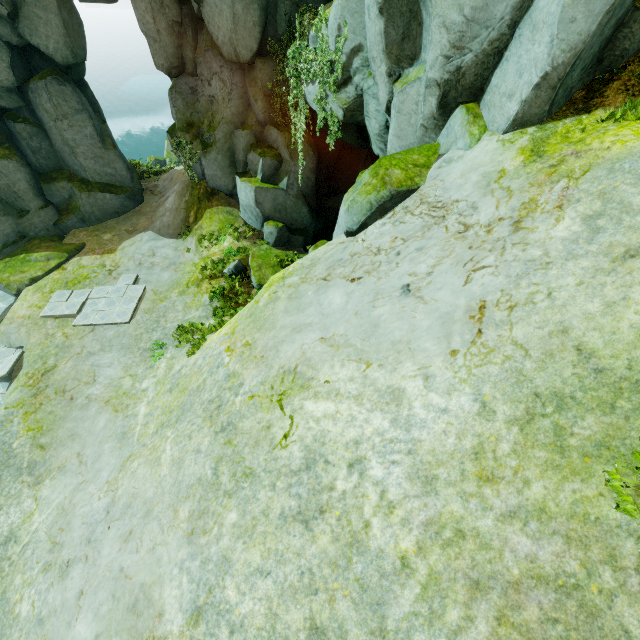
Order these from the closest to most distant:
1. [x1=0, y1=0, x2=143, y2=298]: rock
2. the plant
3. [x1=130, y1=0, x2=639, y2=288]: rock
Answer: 1. [x1=130, y1=0, x2=639, y2=288]: rock
2. the plant
3. [x1=0, y1=0, x2=143, y2=298]: rock

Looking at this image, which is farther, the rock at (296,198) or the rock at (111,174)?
the rock at (111,174)

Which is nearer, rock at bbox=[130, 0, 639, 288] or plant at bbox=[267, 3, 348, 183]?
rock at bbox=[130, 0, 639, 288]

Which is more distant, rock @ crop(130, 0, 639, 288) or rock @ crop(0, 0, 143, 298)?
rock @ crop(0, 0, 143, 298)

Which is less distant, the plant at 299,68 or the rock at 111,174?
the plant at 299,68

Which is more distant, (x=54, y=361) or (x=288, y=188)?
(x=288, y=188)
